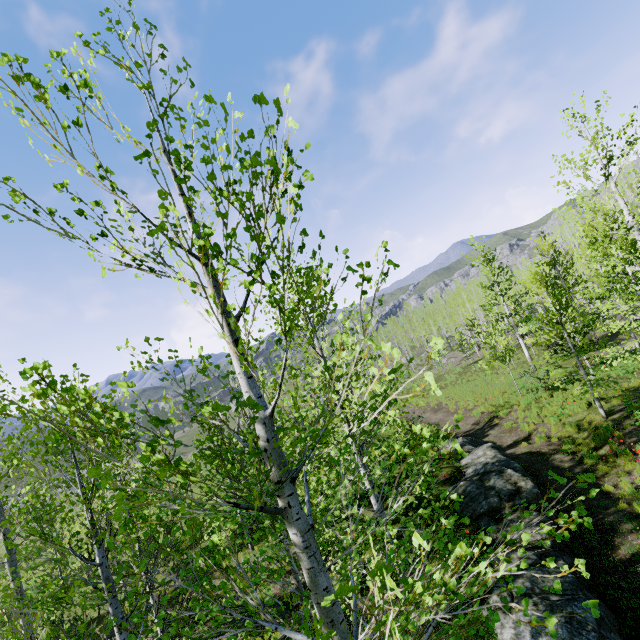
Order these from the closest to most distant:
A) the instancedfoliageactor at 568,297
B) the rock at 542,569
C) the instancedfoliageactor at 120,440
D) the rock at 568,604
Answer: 1. the instancedfoliageactor at 120,440
2. the rock at 568,604
3. the rock at 542,569
4. the instancedfoliageactor at 568,297

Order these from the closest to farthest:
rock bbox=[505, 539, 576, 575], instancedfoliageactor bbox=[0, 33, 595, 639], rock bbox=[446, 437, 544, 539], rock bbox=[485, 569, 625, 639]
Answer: instancedfoliageactor bbox=[0, 33, 595, 639]
rock bbox=[485, 569, 625, 639]
rock bbox=[505, 539, 576, 575]
rock bbox=[446, 437, 544, 539]

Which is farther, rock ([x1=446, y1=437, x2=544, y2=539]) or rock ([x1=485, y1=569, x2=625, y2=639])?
rock ([x1=446, y1=437, x2=544, y2=539])

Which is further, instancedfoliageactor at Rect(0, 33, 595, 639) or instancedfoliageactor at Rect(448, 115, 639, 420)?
instancedfoliageactor at Rect(448, 115, 639, 420)

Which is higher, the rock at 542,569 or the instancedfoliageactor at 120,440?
the instancedfoliageactor at 120,440

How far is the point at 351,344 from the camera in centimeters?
820cm

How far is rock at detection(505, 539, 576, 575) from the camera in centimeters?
730cm

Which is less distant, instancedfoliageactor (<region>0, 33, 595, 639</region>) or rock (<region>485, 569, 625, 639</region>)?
instancedfoliageactor (<region>0, 33, 595, 639</region>)
